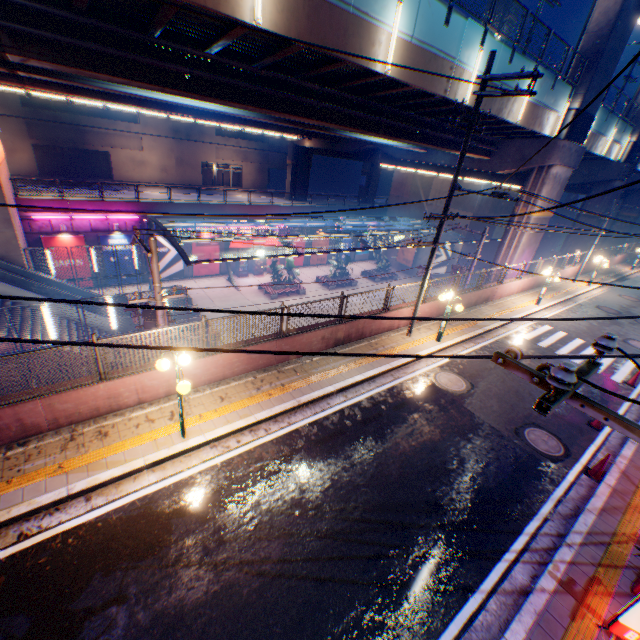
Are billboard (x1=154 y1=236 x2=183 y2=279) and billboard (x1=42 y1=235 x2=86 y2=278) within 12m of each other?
yes

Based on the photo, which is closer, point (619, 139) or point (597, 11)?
point (597, 11)

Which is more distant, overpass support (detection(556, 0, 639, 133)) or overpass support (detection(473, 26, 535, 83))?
overpass support (detection(556, 0, 639, 133))

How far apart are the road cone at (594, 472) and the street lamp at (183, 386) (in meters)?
10.57

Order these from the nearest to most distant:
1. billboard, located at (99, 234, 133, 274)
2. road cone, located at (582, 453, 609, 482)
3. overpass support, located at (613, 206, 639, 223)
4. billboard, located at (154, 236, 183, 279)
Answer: road cone, located at (582, 453, 609, 482) → billboard, located at (99, 234, 133, 274) → billboard, located at (154, 236, 183, 279) → overpass support, located at (613, 206, 639, 223)

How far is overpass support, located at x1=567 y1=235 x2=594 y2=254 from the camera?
30.8 meters

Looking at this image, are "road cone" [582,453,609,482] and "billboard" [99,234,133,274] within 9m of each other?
no

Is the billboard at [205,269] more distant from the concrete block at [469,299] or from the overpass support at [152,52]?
the concrete block at [469,299]
